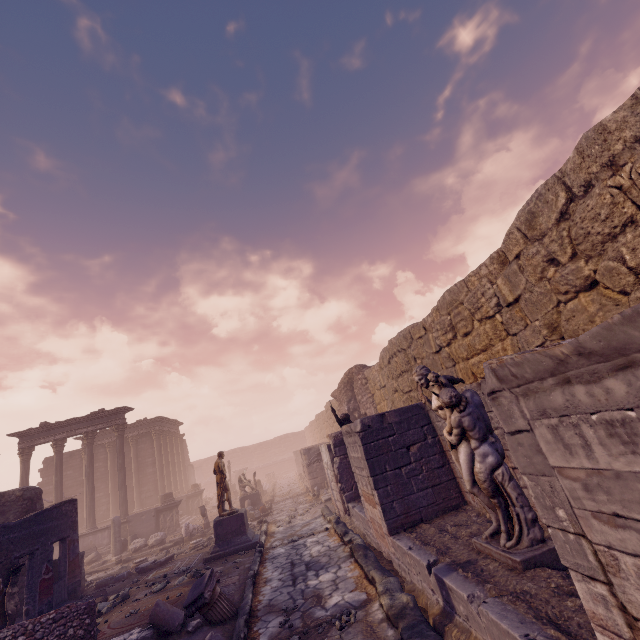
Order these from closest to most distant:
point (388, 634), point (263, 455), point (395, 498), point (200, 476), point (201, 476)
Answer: point (388, 634), point (395, 498), point (200, 476), point (201, 476), point (263, 455)

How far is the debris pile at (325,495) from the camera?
13.1 meters

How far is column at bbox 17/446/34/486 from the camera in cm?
1875

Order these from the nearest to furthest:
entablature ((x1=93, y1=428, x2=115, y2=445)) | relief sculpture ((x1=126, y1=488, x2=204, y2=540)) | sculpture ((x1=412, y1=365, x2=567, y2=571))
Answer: sculpture ((x1=412, y1=365, x2=567, y2=571)) < relief sculpture ((x1=126, y1=488, x2=204, y2=540)) < entablature ((x1=93, y1=428, x2=115, y2=445))

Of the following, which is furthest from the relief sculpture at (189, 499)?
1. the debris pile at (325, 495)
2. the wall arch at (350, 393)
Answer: the wall arch at (350, 393)

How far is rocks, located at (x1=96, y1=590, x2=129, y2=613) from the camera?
8.43m

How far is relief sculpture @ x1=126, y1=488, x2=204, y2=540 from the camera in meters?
18.0

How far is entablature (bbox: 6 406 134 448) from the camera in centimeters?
1941cm
